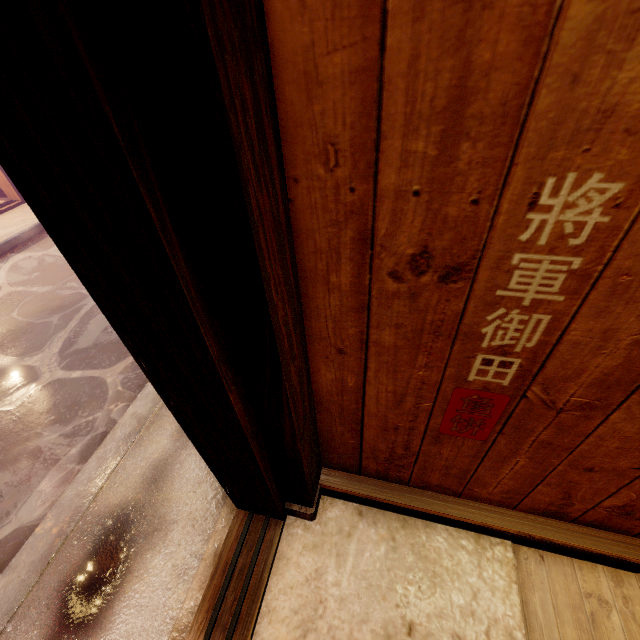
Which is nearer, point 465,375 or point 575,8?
point 575,8
